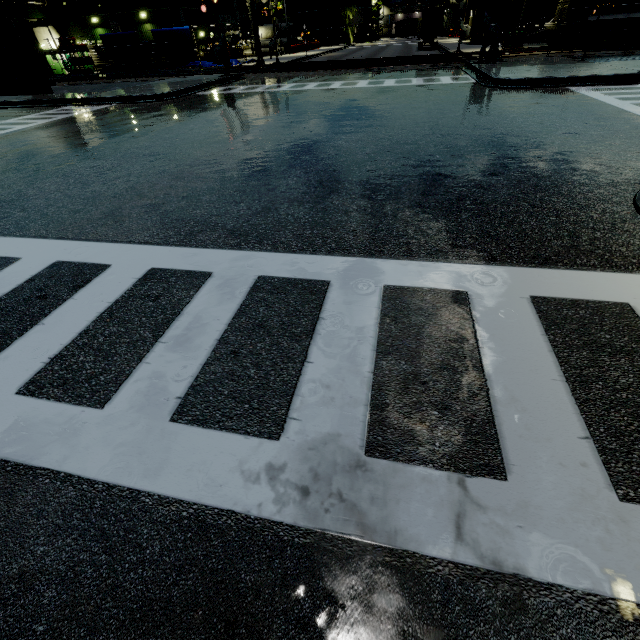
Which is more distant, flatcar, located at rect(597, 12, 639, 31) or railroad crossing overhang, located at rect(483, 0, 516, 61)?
flatcar, located at rect(597, 12, 639, 31)

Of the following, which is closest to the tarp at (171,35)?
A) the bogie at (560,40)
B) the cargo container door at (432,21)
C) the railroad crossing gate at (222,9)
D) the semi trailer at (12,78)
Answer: the semi trailer at (12,78)

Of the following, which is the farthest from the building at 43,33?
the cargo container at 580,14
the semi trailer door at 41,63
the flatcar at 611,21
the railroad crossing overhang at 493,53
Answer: the semi trailer door at 41,63

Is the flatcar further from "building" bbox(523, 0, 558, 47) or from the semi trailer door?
the semi trailer door

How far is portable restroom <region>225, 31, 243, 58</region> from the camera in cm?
4292

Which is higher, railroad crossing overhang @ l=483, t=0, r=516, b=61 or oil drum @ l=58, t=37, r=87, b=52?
oil drum @ l=58, t=37, r=87, b=52

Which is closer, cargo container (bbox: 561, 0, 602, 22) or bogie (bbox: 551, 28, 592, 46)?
cargo container (bbox: 561, 0, 602, 22)

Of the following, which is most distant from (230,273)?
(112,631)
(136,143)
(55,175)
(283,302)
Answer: (136,143)
